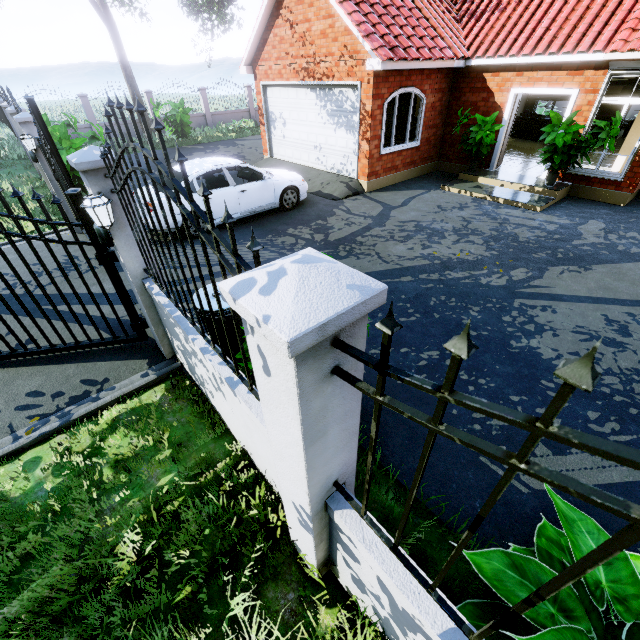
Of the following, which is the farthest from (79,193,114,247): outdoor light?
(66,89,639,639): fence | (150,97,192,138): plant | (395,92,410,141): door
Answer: (150,97,192,138): plant

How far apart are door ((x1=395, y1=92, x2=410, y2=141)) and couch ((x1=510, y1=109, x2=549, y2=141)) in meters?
4.5

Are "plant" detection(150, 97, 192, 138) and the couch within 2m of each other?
no

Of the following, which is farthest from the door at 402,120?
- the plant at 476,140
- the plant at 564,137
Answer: the plant at 564,137

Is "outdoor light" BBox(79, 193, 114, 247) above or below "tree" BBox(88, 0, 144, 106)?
below

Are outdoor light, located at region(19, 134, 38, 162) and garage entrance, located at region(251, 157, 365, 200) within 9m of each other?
yes

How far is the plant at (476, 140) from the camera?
A: 9.1 meters

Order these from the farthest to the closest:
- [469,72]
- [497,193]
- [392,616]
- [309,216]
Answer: [469,72], [497,193], [309,216], [392,616]
